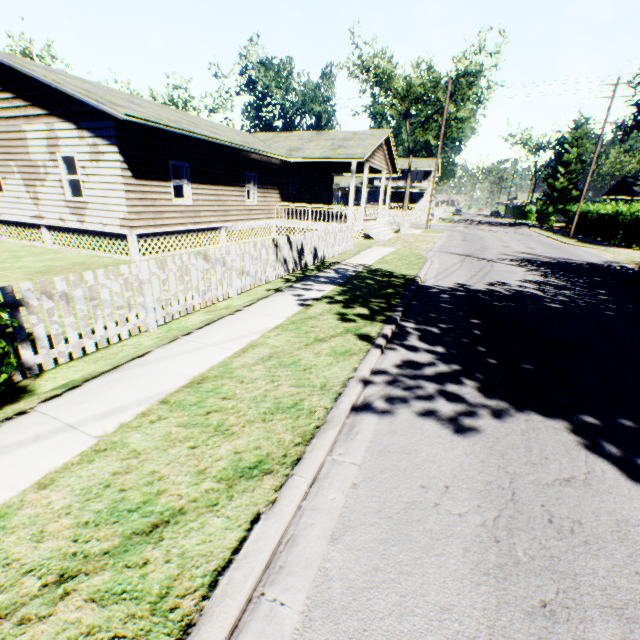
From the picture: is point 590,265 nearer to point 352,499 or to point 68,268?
point 352,499

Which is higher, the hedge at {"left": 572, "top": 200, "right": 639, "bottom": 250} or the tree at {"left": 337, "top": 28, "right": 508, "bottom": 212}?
the tree at {"left": 337, "top": 28, "right": 508, "bottom": 212}

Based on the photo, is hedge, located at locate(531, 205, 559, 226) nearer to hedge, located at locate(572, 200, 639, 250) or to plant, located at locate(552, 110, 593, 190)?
hedge, located at locate(572, 200, 639, 250)

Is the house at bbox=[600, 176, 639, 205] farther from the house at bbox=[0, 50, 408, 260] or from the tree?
the house at bbox=[0, 50, 408, 260]

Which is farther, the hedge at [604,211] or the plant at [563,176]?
the plant at [563,176]

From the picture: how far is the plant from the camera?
56.6m

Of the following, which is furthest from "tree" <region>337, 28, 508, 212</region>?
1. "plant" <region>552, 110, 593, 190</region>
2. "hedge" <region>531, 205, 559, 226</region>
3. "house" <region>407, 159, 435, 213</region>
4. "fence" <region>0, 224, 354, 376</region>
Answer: "plant" <region>552, 110, 593, 190</region>

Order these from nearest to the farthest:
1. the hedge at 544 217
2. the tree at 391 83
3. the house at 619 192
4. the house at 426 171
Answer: the tree at 391 83
the house at 619 192
the hedge at 544 217
the house at 426 171
